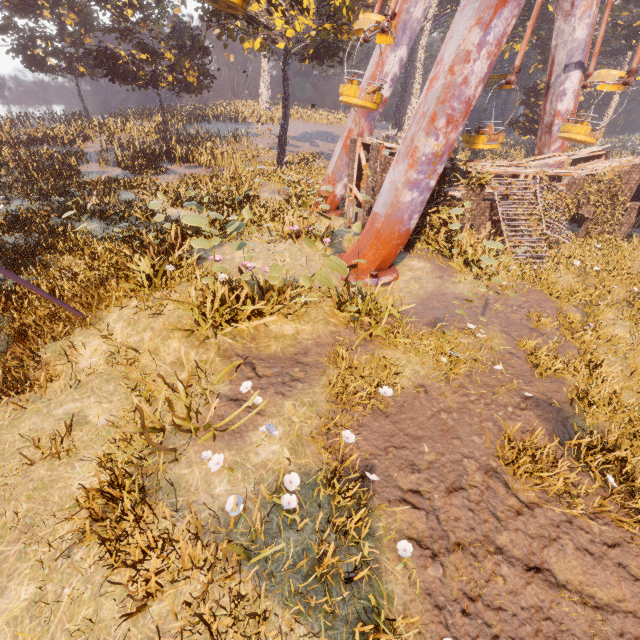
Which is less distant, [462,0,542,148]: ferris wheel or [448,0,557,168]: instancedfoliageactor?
[462,0,542,148]: ferris wheel

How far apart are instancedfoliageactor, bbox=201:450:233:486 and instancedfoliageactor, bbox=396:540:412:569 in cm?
259

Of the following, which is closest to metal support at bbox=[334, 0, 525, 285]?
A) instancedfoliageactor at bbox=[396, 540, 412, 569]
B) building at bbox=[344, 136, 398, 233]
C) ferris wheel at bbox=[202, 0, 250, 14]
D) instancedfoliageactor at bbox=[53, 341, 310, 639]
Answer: ferris wheel at bbox=[202, 0, 250, 14]

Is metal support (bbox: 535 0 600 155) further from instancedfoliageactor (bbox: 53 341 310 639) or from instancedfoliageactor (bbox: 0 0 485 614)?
instancedfoliageactor (bbox: 53 341 310 639)

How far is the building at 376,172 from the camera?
12.2 meters

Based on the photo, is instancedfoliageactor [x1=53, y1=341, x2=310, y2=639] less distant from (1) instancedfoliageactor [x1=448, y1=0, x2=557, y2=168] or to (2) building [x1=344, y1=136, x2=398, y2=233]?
(1) instancedfoliageactor [x1=448, y1=0, x2=557, y2=168]

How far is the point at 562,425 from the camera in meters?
6.1 m
